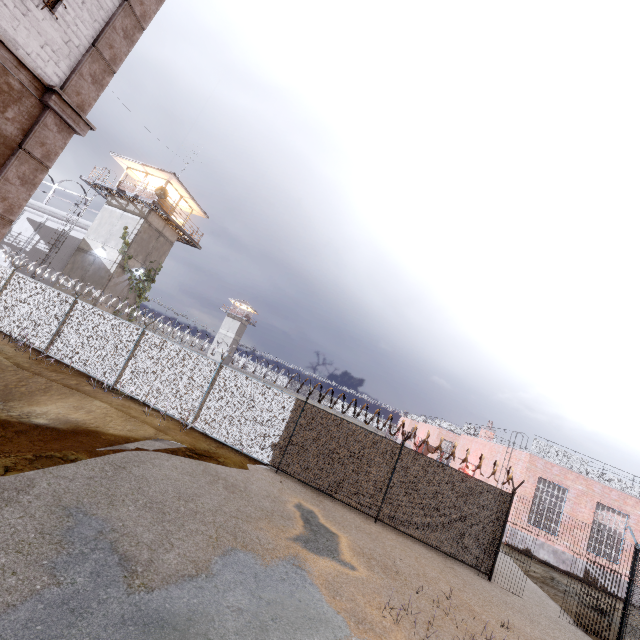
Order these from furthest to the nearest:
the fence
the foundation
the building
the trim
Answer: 1. the building
2. the foundation
3. the fence
4. the trim

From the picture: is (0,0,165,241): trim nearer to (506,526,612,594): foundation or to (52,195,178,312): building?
(52,195,178,312): building

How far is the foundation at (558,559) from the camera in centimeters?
1636cm

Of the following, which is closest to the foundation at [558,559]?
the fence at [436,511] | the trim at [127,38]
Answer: the fence at [436,511]

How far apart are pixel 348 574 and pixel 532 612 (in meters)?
6.92

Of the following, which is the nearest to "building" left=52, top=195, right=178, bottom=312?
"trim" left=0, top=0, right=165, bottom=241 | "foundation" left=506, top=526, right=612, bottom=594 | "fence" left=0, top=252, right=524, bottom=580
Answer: "fence" left=0, top=252, right=524, bottom=580

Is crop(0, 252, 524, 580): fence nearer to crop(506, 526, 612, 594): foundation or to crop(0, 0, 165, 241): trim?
crop(0, 0, 165, 241): trim

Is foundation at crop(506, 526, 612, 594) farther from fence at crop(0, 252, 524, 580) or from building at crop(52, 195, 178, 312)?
building at crop(52, 195, 178, 312)
